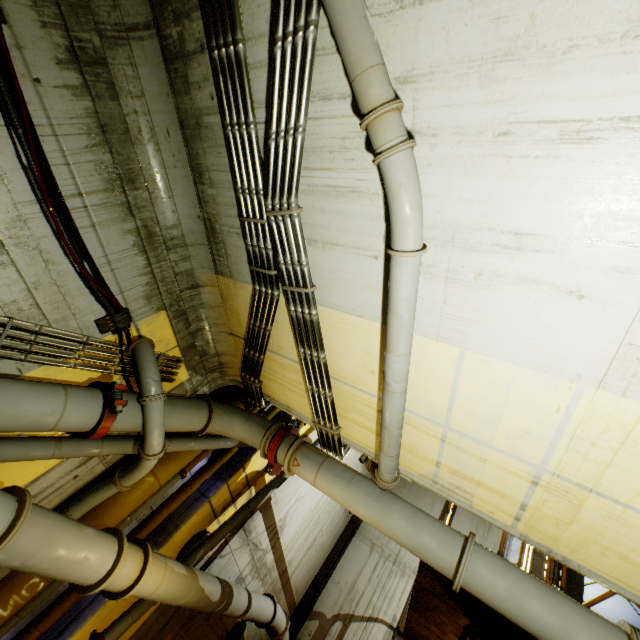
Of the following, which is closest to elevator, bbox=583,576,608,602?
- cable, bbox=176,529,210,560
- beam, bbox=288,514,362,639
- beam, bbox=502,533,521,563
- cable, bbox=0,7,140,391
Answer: beam, bbox=502,533,521,563

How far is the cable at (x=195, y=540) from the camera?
6.3 meters

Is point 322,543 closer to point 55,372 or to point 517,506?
point 517,506

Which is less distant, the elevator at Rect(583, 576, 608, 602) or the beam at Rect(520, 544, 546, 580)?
the beam at Rect(520, 544, 546, 580)

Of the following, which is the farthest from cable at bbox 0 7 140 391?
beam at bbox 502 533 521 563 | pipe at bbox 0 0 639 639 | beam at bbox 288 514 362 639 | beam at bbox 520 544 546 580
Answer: beam at bbox 288 514 362 639

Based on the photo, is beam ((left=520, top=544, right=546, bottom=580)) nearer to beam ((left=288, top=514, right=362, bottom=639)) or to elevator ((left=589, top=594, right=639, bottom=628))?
elevator ((left=589, top=594, right=639, bottom=628))

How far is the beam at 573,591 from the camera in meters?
7.5 m

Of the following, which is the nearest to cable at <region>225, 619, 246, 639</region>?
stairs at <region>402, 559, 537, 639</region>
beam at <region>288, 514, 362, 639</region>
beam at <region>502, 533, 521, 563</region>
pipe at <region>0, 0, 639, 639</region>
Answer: pipe at <region>0, 0, 639, 639</region>
